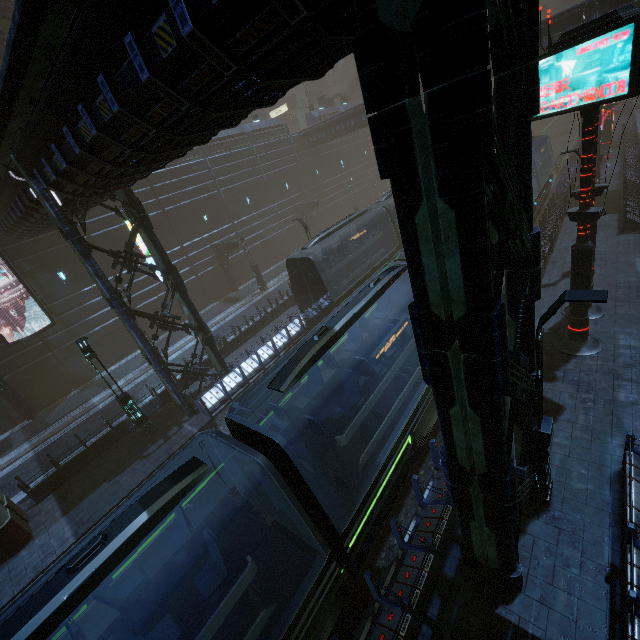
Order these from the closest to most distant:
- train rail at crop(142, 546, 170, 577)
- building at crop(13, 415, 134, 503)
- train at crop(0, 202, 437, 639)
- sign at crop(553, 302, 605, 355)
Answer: train at crop(0, 202, 437, 639) → train rail at crop(142, 546, 170, 577) → sign at crop(553, 302, 605, 355) → building at crop(13, 415, 134, 503)

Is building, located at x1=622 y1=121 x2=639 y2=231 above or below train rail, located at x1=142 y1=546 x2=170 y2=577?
above

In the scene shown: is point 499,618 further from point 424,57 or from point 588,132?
point 588,132

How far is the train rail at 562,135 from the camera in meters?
30.9 m

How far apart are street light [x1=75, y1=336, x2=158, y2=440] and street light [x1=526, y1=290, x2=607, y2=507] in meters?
14.5

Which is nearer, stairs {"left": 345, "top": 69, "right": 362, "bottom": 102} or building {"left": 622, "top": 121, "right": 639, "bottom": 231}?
building {"left": 622, "top": 121, "right": 639, "bottom": 231}

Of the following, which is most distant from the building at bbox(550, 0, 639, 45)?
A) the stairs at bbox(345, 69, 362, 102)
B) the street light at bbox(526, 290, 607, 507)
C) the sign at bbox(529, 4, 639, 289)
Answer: the stairs at bbox(345, 69, 362, 102)

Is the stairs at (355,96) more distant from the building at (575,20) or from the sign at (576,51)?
the sign at (576,51)
